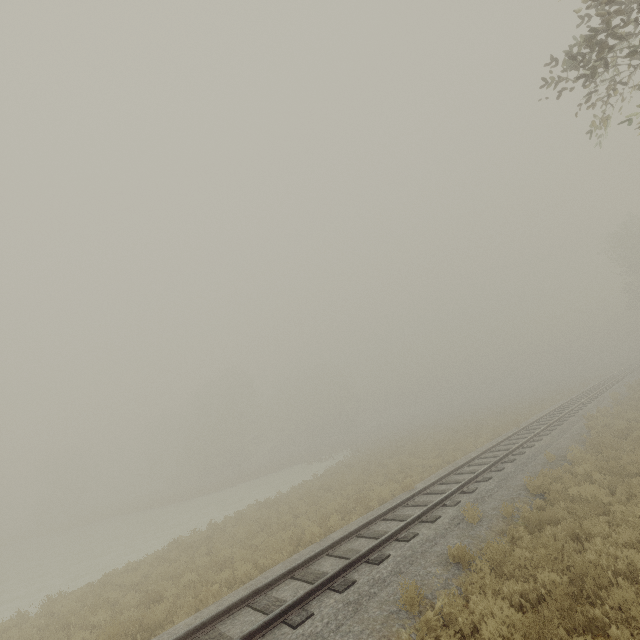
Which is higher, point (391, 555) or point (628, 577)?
point (391, 555)
